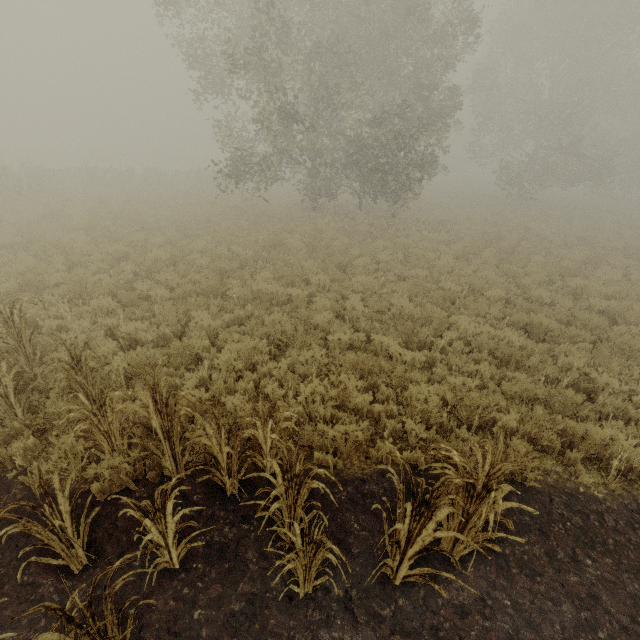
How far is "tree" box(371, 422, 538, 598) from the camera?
2.8 meters

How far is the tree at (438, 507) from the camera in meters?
2.8 m

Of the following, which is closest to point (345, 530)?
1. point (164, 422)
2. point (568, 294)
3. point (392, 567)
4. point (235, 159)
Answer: point (392, 567)
